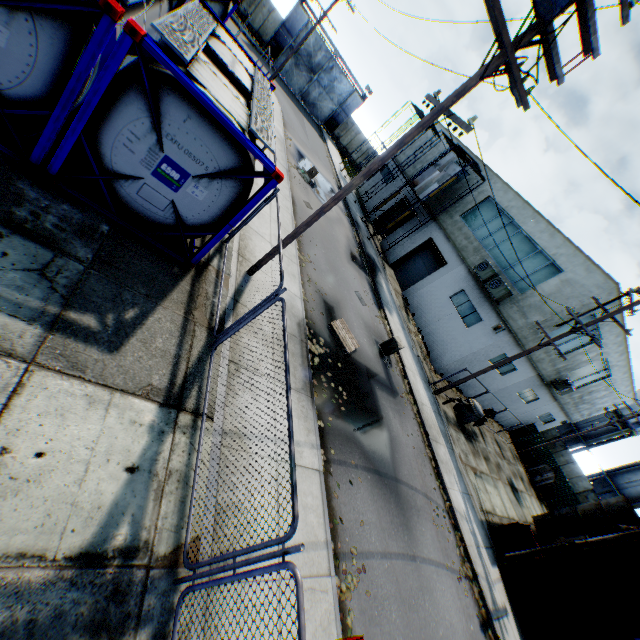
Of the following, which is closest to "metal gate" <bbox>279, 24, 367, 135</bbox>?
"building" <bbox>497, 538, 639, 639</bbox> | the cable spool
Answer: the cable spool

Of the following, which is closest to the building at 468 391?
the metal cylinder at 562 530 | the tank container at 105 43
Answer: the metal cylinder at 562 530

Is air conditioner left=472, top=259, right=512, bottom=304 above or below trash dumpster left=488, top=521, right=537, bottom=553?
above

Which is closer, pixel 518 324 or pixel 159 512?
pixel 159 512

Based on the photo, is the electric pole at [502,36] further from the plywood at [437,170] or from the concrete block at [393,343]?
the plywood at [437,170]

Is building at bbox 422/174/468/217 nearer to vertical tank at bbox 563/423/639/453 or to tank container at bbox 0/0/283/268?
vertical tank at bbox 563/423/639/453

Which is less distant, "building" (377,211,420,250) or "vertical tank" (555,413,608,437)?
"building" (377,211,420,250)

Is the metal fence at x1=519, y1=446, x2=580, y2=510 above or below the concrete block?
above
